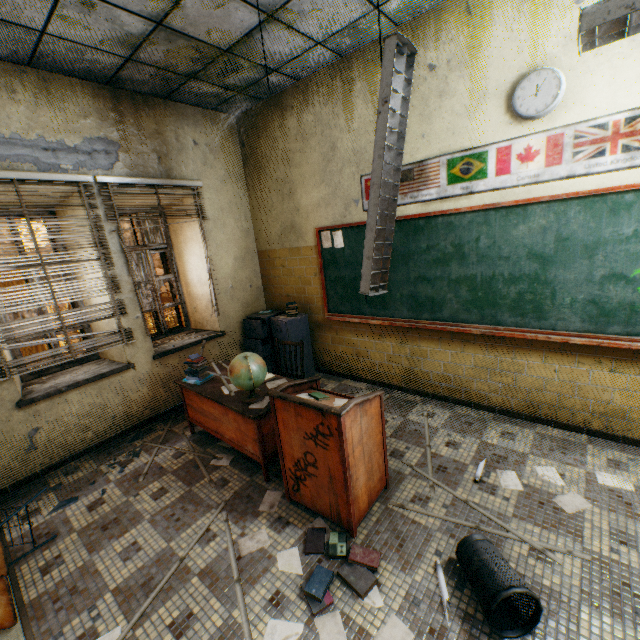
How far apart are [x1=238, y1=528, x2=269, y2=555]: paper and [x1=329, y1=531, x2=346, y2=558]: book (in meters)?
0.29

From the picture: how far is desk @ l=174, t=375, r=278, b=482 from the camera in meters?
2.9

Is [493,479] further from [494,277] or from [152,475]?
[152,475]

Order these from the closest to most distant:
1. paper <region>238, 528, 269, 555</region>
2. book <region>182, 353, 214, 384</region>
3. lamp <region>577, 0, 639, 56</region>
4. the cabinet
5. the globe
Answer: lamp <region>577, 0, 639, 56</region> → paper <region>238, 528, 269, 555</region> → the globe → book <region>182, 353, 214, 384</region> → the cabinet

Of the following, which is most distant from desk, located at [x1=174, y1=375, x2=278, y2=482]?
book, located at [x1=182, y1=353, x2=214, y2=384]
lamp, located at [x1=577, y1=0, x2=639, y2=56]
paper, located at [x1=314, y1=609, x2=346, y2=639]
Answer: lamp, located at [x1=577, y1=0, x2=639, y2=56]

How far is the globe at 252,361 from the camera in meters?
2.8

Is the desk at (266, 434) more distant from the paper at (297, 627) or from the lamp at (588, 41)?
the lamp at (588, 41)

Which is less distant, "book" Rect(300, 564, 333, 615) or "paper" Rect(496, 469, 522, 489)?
"book" Rect(300, 564, 333, 615)
